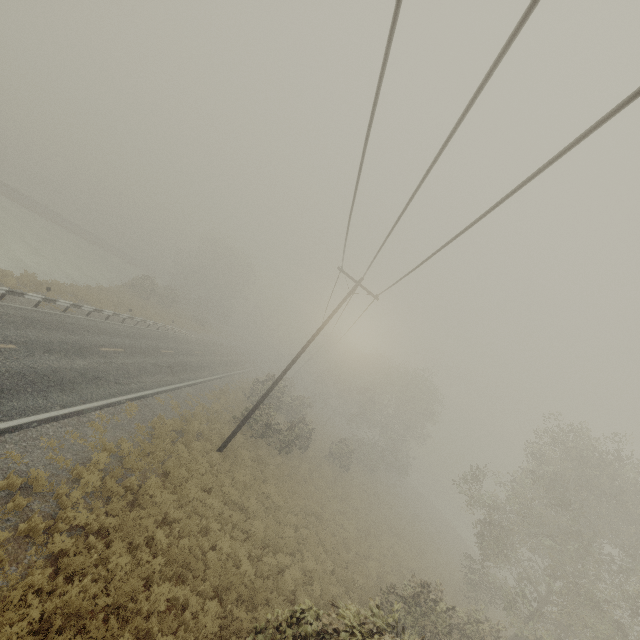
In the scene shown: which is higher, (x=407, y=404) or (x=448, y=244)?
(x=448, y=244)
